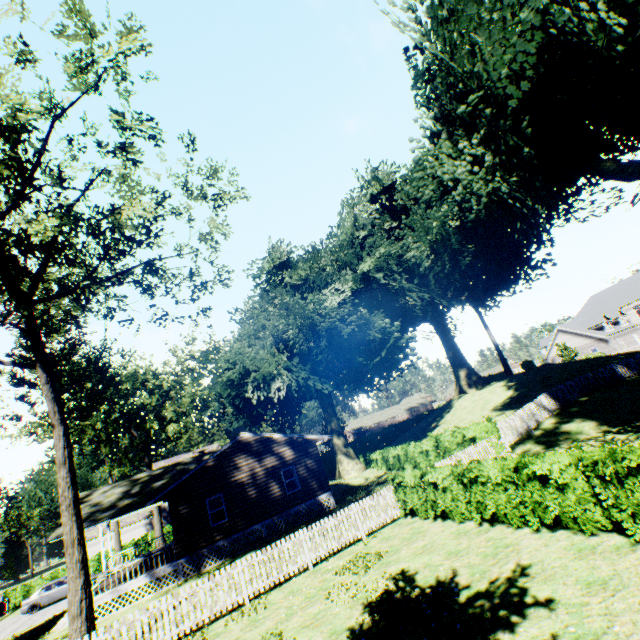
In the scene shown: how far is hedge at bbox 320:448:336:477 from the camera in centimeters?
4138cm

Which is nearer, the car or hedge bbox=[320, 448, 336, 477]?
the car

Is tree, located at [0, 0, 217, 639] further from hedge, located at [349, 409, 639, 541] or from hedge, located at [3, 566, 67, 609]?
hedge, located at [3, 566, 67, 609]

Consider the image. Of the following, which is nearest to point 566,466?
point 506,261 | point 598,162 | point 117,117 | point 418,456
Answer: point 418,456

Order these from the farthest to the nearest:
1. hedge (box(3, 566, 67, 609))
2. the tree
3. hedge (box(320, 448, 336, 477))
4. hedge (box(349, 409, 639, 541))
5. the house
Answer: hedge (box(320, 448, 336, 477)), hedge (box(3, 566, 67, 609)), the house, the tree, hedge (box(349, 409, 639, 541))

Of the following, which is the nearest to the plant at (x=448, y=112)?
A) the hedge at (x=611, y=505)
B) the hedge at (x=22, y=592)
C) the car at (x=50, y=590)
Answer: the hedge at (x=611, y=505)

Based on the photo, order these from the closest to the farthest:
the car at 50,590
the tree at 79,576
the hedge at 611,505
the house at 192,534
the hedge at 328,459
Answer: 1. the hedge at 611,505
2. the tree at 79,576
3. the house at 192,534
4. the car at 50,590
5. the hedge at 328,459

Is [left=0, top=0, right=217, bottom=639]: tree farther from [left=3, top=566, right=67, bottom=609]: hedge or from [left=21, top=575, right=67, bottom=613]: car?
[left=3, top=566, right=67, bottom=609]: hedge
